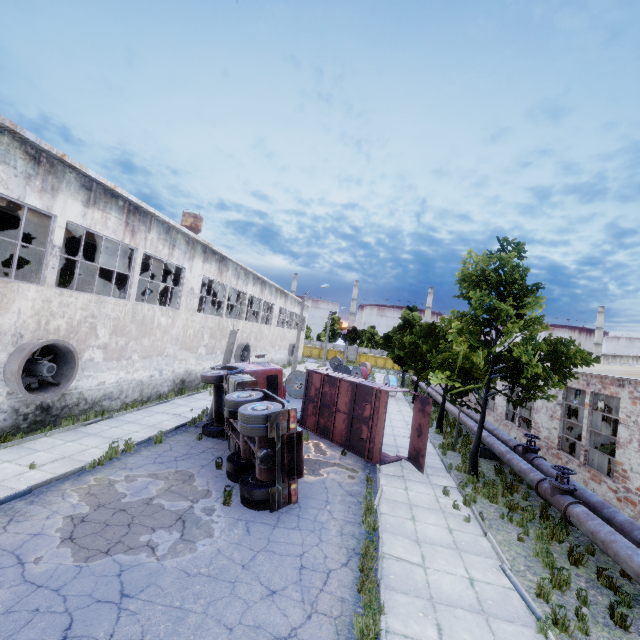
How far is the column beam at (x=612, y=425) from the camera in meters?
16.0 m

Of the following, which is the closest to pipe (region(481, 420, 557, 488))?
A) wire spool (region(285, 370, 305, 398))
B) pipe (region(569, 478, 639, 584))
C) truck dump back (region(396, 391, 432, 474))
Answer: pipe (region(569, 478, 639, 584))

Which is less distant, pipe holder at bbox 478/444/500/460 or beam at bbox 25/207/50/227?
beam at bbox 25/207/50/227

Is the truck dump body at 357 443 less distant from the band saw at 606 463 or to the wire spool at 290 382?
the wire spool at 290 382

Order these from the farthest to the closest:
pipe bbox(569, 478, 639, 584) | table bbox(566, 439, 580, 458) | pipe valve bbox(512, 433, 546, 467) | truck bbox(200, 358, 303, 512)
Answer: table bbox(566, 439, 580, 458), pipe valve bbox(512, 433, 546, 467), truck bbox(200, 358, 303, 512), pipe bbox(569, 478, 639, 584)

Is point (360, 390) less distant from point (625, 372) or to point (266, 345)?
point (625, 372)

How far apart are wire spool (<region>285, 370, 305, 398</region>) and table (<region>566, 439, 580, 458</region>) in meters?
16.3 m

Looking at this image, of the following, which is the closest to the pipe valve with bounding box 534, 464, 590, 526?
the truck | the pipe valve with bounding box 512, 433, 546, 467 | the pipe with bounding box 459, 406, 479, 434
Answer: the pipe with bounding box 459, 406, 479, 434
